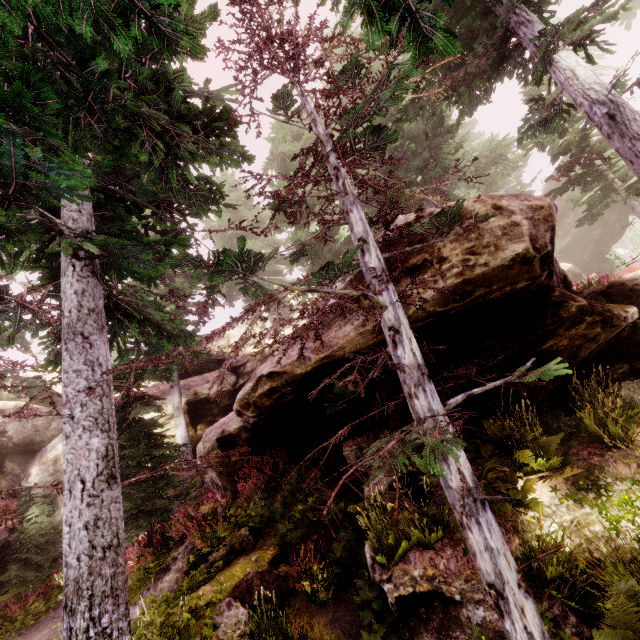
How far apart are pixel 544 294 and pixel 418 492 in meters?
5.0

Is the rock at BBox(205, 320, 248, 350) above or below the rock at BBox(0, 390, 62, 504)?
above

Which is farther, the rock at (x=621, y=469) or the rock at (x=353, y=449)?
the rock at (x=353, y=449)

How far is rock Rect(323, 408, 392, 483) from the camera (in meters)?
8.32

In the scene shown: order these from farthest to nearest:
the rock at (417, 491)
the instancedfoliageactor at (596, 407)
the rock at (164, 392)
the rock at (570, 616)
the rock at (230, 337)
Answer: the rock at (230, 337) → the rock at (164, 392) → the rock at (417, 491) → the rock at (570, 616) → the instancedfoliageactor at (596, 407)

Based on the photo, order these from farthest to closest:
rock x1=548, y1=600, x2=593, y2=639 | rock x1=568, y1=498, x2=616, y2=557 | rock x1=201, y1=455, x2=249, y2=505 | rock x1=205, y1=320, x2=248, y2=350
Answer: rock x1=205, y1=320, x2=248, y2=350
rock x1=201, y1=455, x2=249, y2=505
rock x1=568, y1=498, x2=616, y2=557
rock x1=548, y1=600, x2=593, y2=639
